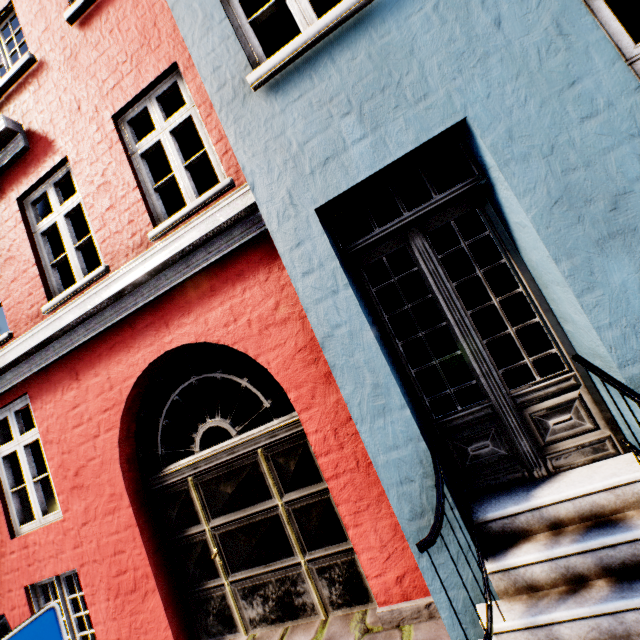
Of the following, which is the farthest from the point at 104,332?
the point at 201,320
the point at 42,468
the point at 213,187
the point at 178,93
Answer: the point at 178,93

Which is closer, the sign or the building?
the sign

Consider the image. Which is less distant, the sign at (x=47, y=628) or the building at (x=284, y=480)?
the sign at (x=47, y=628)
